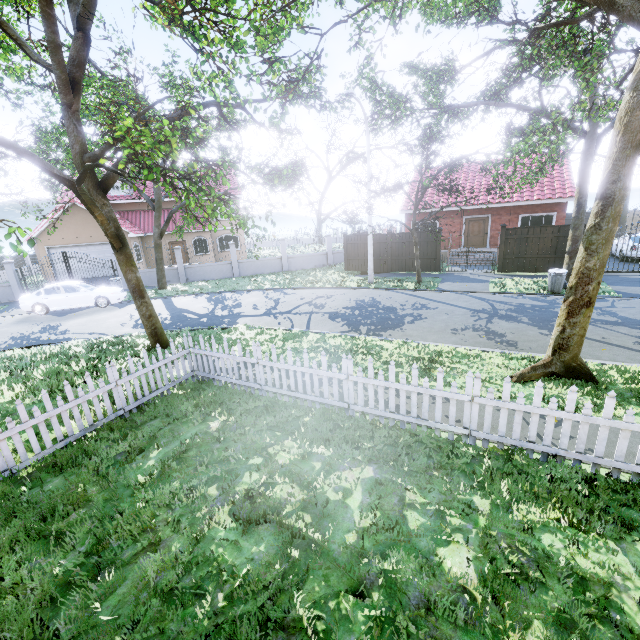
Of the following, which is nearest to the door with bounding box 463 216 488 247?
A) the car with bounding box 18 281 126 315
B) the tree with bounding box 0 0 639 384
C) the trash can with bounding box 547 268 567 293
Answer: the tree with bounding box 0 0 639 384

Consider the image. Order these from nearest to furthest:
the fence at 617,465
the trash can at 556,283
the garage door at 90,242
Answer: the fence at 617,465
the trash can at 556,283
the garage door at 90,242

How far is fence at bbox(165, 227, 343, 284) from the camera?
22.5 meters

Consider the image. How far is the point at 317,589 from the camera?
3.06m

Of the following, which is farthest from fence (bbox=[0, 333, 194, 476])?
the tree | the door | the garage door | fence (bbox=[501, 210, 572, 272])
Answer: the door

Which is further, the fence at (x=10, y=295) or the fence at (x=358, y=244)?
the fence at (x=358, y=244)

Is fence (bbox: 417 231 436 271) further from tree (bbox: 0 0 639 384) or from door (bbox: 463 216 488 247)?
door (bbox: 463 216 488 247)

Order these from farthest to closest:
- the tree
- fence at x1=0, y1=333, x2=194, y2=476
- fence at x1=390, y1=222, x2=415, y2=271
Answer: fence at x1=390, y1=222, x2=415, y2=271 < the tree < fence at x1=0, y1=333, x2=194, y2=476
